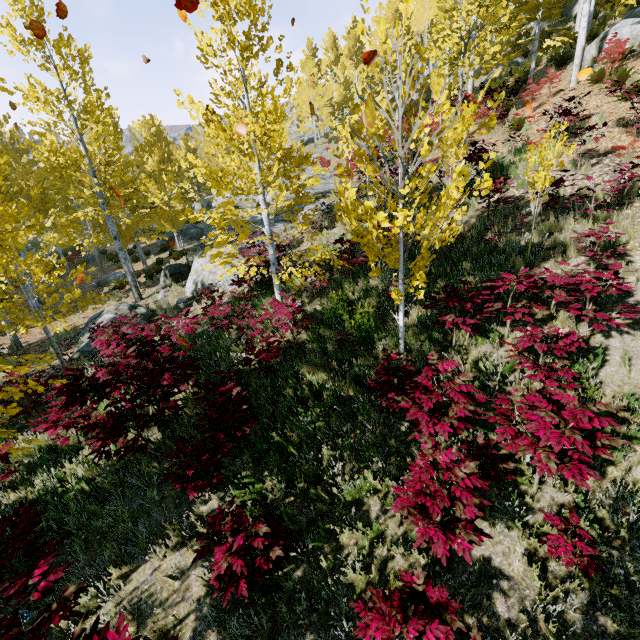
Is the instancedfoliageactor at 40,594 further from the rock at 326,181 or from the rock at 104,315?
the rock at 104,315

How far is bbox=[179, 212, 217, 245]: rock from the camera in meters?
18.6 m

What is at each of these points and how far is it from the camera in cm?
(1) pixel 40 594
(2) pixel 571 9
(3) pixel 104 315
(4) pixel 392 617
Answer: (1) instancedfoliageactor, 255
(2) rock, 2447
(3) rock, 1161
(4) instancedfoliageactor, 275

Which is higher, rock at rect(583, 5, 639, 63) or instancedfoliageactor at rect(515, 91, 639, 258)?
rock at rect(583, 5, 639, 63)

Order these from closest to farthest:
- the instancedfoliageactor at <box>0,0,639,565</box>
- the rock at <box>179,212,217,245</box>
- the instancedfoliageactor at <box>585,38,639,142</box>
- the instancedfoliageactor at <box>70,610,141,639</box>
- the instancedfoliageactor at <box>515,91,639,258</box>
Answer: the instancedfoliageactor at <box>70,610,141,639</box>
the instancedfoliageactor at <box>0,0,639,565</box>
the instancedfoliageactor at <box>515,91,639,258</box>
the instancedfoliageactor at <box>585,38,639,142</box>
the rock at <box>179,212,217,245</box>

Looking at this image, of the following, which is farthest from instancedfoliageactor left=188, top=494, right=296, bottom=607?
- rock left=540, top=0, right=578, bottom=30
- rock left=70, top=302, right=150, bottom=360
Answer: rock left=70, top=302, right=150, bottom=360

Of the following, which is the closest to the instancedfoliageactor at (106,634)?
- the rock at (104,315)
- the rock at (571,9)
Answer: the rock at (571,9)
